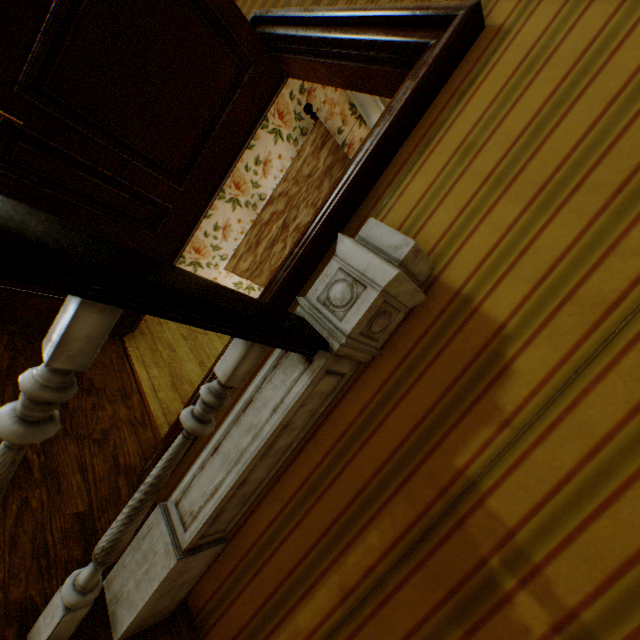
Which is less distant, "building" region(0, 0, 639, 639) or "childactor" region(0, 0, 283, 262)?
"building" region(0, 0, 639, 639)

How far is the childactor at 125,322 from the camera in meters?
2.4

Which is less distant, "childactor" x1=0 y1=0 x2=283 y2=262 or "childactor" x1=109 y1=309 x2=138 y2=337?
"childactor" x1=0 y1=0 x2=283 y2=262

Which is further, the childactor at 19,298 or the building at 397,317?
the childactor at 19,298

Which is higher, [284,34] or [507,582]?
[284,34]

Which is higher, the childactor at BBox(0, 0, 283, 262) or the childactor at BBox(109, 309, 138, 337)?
the childactor at BBox(0, 0, 283, 262)

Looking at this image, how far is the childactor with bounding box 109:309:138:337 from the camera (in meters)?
2.41
